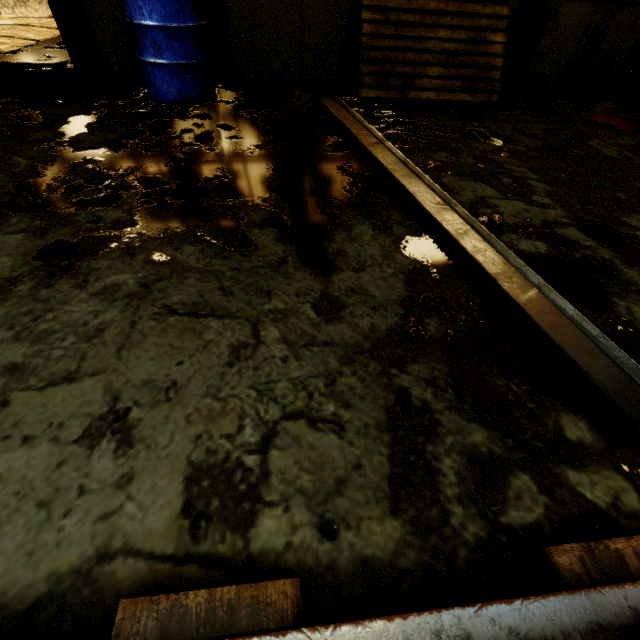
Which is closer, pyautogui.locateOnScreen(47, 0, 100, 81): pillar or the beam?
the beam

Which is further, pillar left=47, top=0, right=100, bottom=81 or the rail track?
pillar left=47, top=0, right=100, bottom=81

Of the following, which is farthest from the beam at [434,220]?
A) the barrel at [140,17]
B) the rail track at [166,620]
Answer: the barrel at [140,17]

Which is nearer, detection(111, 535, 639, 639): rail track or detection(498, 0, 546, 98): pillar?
detection(111, 535, 639, 639): rail track

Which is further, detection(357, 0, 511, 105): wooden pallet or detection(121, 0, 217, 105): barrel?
detection(357, 0, 511, 105): wooden pallet

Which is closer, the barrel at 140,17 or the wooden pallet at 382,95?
the barrel at 140,17

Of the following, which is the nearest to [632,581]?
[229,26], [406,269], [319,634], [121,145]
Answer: [319,634]

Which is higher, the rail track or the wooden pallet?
the wooden pallet
